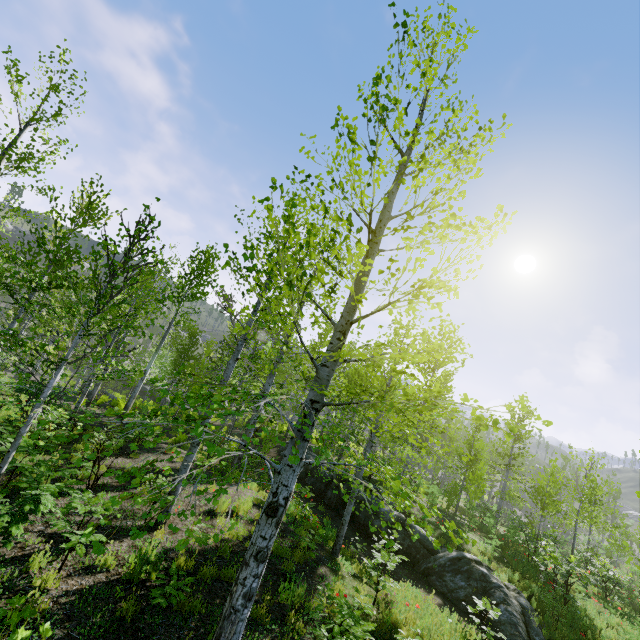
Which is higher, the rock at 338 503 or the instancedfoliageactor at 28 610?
the instancedfoliageactor at 28 610

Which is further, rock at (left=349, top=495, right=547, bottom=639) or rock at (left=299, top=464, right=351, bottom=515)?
rock at (left=299, top=464, right=351, bottom=515)

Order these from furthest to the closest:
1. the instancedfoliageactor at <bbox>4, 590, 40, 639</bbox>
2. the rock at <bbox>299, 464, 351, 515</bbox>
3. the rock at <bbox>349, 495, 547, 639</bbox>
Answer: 1. the rock at <bbox>299, 464, 351, 515</bbox>
2. the rock at <bbox>349, 495, 547, 639</bbox>
3. the instancedfoliageactor at <bbox>4, 590, 40, 639</bbox>

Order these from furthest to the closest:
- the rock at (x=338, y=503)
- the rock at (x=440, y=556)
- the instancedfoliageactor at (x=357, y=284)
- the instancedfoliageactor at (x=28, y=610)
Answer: the rock at (x=338, y=503), the rock at (x=440, y=556), the instancedfoliageactor at (x=357, y=284), the instancedfoliageactor at (x=28, y=610)

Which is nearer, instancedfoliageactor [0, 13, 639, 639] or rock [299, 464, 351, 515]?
instancedfoliageactor [0, 13, 639, 639]

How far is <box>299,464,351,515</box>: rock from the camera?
14.32m

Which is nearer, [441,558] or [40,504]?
[40,504]
